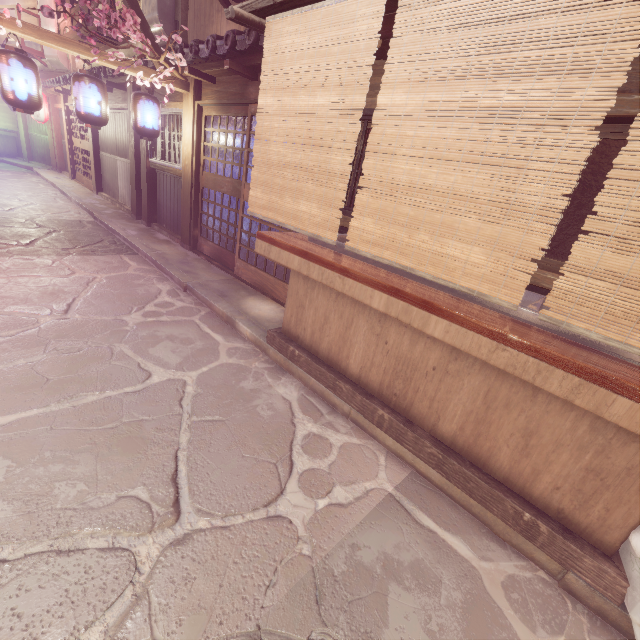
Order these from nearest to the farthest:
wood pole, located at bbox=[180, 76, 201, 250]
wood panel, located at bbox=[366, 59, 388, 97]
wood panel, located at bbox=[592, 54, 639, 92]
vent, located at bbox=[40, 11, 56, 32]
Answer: wood panel, located at bbox=[592, 54, 639, 92]
wood panel, located at bbox=[366, 59, 388, 97]
wood pole, located at bbox=[180, 76, 201, 250]
vent, located at bbox=[40, 11, 56, 32]

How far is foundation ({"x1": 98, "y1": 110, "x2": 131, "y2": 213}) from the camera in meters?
17.0

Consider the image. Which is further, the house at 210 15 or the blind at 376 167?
the house at 210 15

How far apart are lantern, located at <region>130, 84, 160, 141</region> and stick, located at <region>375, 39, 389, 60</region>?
8.02m

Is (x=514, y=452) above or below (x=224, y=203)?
below

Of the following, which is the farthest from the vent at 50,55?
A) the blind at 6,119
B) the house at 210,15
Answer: the house at 210,15

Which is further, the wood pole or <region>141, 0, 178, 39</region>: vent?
<region>141, 0, 178, 39</region>: vent

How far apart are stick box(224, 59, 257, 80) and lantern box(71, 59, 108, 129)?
3.8 meters
